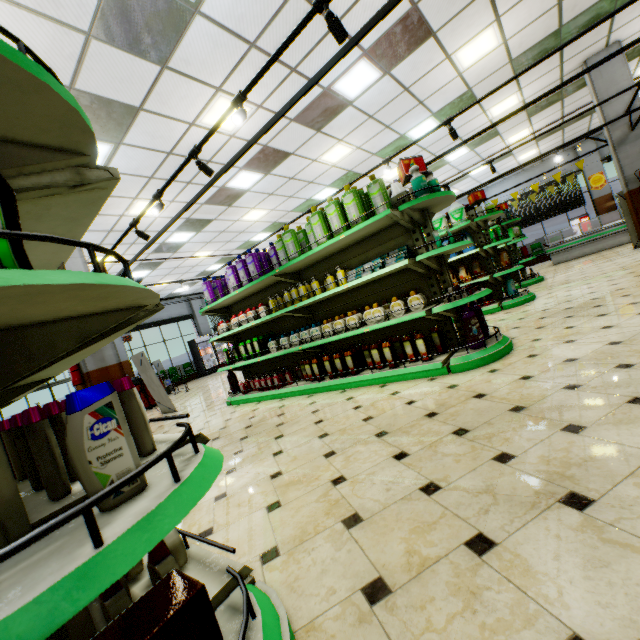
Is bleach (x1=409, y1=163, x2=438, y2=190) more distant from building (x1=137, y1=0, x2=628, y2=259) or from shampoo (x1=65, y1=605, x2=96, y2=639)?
shampoo (x1=65, y1=605, x2=96, y2=639)

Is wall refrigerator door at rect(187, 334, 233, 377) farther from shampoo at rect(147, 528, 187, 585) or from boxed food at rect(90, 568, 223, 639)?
boxed food at rect(90, 568, 223, 639)

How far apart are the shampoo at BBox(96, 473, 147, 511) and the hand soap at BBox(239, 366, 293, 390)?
4.4m

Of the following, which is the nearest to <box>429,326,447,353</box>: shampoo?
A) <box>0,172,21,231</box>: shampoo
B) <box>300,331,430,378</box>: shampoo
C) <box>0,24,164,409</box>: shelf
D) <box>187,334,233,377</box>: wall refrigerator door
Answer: <box>300,331,430,378</box>: shampoo

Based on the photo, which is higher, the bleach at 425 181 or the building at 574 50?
the building at 574 50

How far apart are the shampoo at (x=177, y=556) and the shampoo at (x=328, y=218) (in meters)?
3.58

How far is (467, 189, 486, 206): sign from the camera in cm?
669

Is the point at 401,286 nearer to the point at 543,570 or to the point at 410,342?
the point at 410,342
